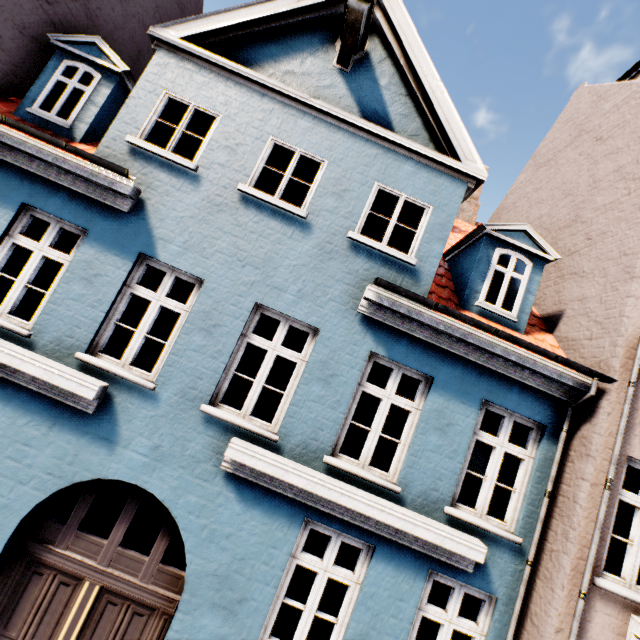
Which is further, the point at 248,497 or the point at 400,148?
the point at 400,148
